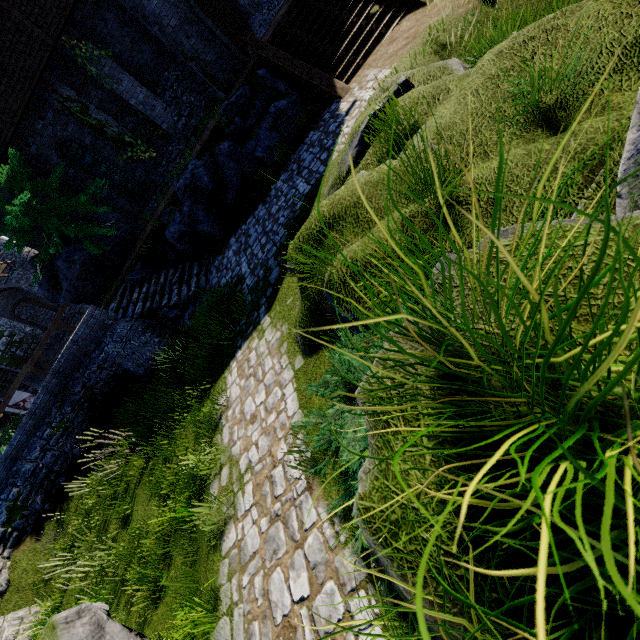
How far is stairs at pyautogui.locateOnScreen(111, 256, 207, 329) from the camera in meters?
11.1

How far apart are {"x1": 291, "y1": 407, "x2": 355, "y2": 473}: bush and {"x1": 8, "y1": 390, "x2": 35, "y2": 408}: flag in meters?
31.0

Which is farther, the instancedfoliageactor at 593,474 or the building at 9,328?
the building at 9,328

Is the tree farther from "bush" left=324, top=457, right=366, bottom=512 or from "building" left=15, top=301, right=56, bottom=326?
"building" left=15, top=301, right=56, bottom=326

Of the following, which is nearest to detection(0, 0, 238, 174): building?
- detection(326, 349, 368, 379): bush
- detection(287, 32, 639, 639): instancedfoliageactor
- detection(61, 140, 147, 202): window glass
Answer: detection(61, 140, 147, 202): window glass

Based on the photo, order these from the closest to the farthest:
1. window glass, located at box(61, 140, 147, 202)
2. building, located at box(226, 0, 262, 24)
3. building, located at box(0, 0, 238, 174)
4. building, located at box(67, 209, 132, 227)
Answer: building, located at box(0, 0, 238, 174), window glass, located at box(61, 140, 147, 202), building, located at box(67, 209, 132, 227), building, located at box(226, 0, 262, 24)

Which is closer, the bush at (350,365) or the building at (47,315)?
the bush at (350,365)

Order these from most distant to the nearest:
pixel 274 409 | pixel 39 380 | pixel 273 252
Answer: pixel 39 380, pixel 273 252, pixel 274 409
